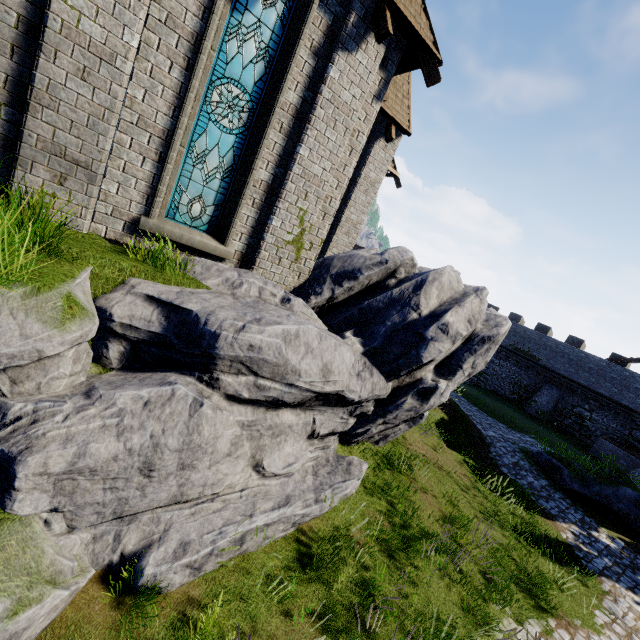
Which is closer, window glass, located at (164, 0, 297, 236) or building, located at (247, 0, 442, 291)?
window glass, located at (164, 0, 297, 236)

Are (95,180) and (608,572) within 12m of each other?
no

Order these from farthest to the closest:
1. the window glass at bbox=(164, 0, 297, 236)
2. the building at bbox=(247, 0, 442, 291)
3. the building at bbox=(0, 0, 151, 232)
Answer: the building at bbox=(247, 0, 442, 291), the window glass at bbox=(164, 0, 297, 236), the building at bbox=(0, 0, 151, 232)

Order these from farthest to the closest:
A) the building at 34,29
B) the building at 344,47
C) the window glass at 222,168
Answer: the building at 344,47, the window glass at 222,168, the building at 34,29

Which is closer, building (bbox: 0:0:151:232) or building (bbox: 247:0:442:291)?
building (bbox: 0:0:151:232)

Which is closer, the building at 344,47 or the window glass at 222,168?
the window glass at 222,168
